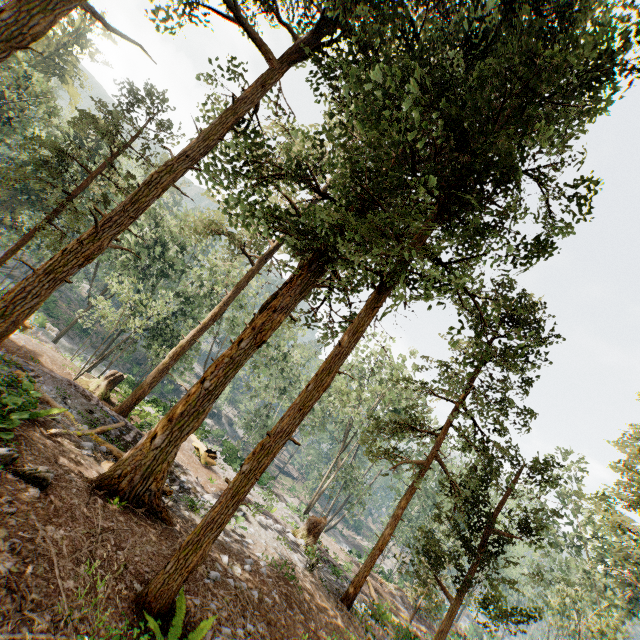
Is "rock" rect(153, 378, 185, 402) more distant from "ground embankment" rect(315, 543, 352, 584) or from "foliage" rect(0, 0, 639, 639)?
"ground embankment" rect(315, 543, 352, 584)

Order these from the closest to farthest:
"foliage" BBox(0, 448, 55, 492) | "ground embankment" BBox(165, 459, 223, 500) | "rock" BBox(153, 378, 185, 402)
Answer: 1. "foliage" BBox(0, 448, 55, 492)
2. "ground embankment" BBox(165, 459, 223, 500)
3. "rock" BBox(153, 378, 185, 402)

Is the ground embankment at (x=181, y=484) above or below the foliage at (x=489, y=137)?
below

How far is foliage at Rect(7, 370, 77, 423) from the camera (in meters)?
8.92

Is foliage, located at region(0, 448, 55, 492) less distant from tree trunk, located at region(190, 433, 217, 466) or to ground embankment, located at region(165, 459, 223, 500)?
ground embankment, located at region(165, 459, 223, 500)

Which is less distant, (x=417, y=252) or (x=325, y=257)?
(x=417, y=252)

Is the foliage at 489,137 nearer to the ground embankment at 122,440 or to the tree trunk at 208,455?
the ground embankment at 122,440

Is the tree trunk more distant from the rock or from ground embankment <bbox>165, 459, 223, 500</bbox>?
the rock
